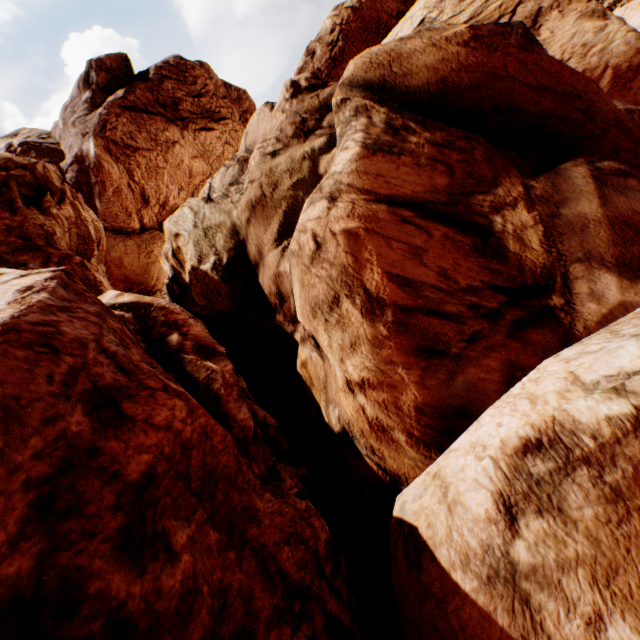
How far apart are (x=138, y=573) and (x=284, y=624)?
1.9m
